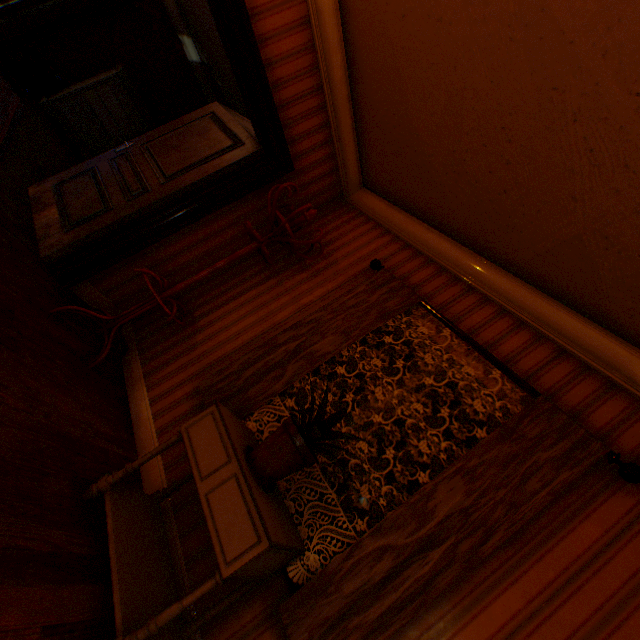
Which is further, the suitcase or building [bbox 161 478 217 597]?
the suitcase

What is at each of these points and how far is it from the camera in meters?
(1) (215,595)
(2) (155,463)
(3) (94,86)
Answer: (1) building, 1.8
(2) building, 2.4
(3) cabinet, 5.8

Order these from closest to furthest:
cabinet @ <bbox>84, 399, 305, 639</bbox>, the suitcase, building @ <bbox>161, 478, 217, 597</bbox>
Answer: cabinet @ <bbox>84, 399, 305, 639</bbox> < building @ <bbox>161, 478, 217, 597</bbox> < the suitcase

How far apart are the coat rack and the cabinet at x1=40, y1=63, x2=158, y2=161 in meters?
5.2

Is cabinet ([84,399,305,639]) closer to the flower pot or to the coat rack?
the flower pot

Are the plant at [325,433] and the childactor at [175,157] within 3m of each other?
yes

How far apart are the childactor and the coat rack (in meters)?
0.50

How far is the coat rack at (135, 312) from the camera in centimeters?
263cm
